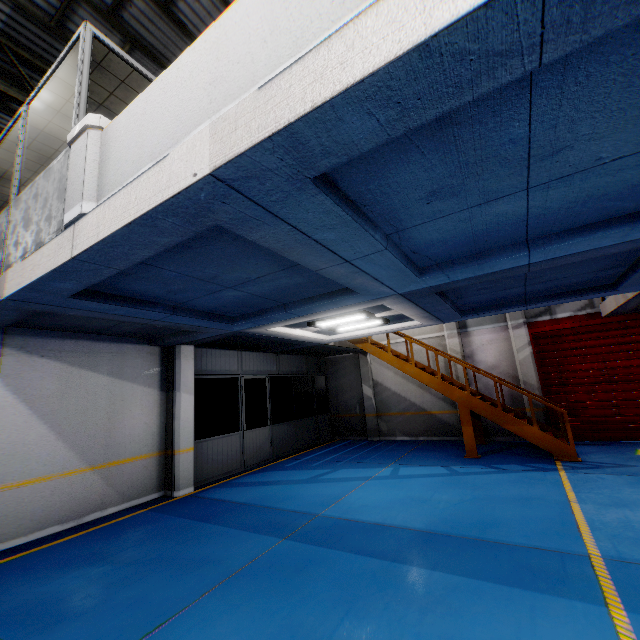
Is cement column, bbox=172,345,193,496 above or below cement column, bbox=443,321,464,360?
below

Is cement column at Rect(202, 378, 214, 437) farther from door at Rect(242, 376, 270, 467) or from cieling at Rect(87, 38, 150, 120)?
cieling at Rect(87, 38, 150, 120)

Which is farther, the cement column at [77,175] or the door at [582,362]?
the door at [582,362]

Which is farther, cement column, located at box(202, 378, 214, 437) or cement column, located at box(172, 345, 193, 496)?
cement column, located at box(202, 378, 214, 437)

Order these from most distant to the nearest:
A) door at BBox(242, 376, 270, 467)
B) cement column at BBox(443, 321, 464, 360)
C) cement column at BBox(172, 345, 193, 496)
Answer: cement column at BBox(443, 321, 464, 360) < door at BBox(242, 376, 270, 467) < cement column at BBox(172, 345, 193, 496)

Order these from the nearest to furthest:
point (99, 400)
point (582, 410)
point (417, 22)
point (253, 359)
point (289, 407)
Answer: point (417, 22), point (99, 400), point (582, 410), point (253, 359), point (289, 407)

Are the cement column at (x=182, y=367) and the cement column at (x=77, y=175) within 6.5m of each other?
yes

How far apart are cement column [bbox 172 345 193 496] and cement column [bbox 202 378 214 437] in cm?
521
